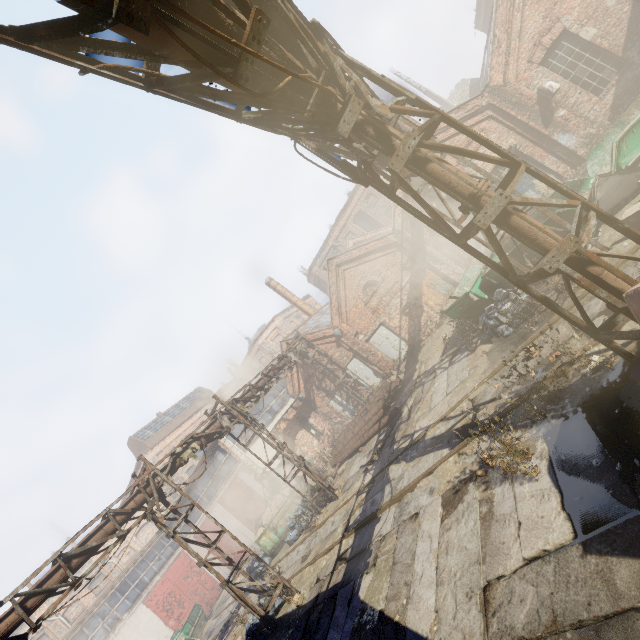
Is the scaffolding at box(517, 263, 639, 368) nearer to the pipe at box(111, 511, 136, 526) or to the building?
the pipe at box(111, 511, 136, 526)

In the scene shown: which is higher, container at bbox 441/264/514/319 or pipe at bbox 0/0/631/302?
pipe at bbox 0/0/631/302

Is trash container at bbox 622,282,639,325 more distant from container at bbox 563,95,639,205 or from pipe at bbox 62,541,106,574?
A: container at bbox 563,95,639,205

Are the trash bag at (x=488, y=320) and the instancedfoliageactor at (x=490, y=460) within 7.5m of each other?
yes

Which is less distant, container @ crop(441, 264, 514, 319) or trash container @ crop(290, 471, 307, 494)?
container @ crop(441, 264, 514, 319)

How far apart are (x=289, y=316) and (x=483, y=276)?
36.8m

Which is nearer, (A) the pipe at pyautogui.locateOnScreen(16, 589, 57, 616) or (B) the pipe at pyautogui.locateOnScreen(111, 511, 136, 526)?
(A) the pipe at pyautogui.locateOnScreen(16, 589, 57, 616)

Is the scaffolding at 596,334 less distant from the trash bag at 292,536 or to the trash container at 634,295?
the trash container at 634,295
